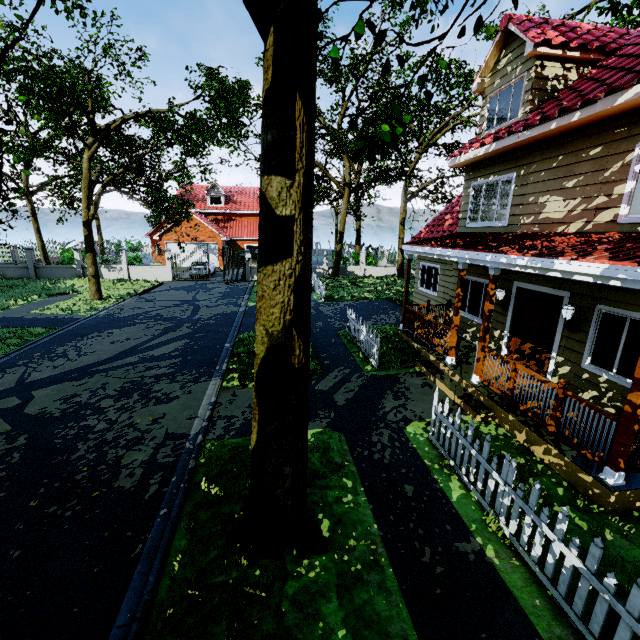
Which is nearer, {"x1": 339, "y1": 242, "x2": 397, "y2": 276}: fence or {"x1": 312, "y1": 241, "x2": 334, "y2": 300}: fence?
{"x1": 312, "y1": 241, "x2": 334, "y2": 300}: fence

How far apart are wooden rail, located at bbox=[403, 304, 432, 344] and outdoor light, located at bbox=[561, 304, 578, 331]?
4.2 meters

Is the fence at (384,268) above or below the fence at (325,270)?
above

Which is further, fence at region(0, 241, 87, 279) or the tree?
fence at region(0, 241, 87, 279)

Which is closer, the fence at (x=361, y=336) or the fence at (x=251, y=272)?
the fence at (x=361, y=336)

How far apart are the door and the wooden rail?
2.7m

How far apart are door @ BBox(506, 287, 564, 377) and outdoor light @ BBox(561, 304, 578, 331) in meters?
0.2

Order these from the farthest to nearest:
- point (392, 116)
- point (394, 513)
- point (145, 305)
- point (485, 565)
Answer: point (392, 116) → point (145, 305) → point (394, 513) → point (485, 565)
